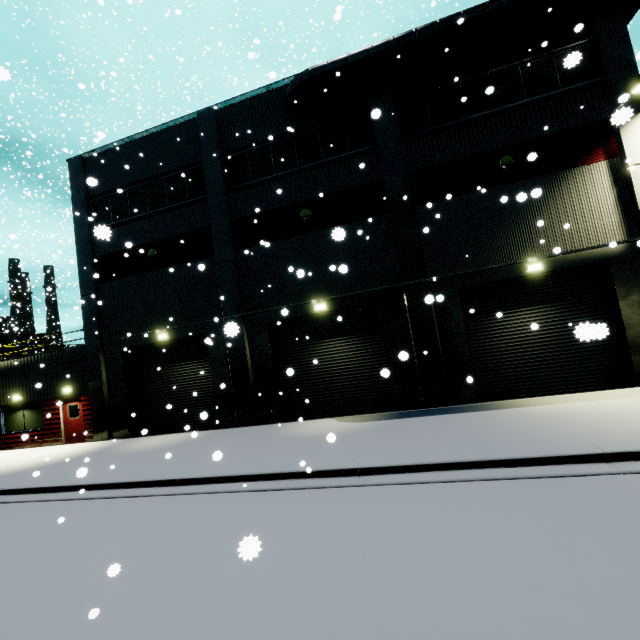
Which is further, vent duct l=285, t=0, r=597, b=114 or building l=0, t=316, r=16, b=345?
building l=0, t=316, r=16, b=345

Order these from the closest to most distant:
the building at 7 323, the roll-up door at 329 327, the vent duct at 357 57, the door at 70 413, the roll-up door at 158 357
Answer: the vent duct at 357 57
the roll-up door at 329 327
the roll-up door at 158 357
the door at 70 413
the building at 7 323

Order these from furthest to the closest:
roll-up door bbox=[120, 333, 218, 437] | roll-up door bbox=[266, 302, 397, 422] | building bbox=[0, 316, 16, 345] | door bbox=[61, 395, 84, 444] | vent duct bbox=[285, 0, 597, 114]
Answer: building bbox=[0, 316, 16, 345]
door bbox=[61, 395, 84, 444]
roll-up door bbox=[120, 333, 218, 437]
roll-up door bbox=[266, 302, 397, 422]
vent duct bbox=[285, 0, 597, 114]

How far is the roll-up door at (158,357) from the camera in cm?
1517

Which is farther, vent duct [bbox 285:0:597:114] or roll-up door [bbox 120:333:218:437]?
roll-up door [bbox 120:333:218:437]

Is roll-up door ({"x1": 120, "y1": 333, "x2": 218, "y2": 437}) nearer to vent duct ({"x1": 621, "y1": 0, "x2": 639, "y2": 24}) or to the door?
vent duct ({"x1": 621, "y1": 0, "x2": 639, "y2": 24})

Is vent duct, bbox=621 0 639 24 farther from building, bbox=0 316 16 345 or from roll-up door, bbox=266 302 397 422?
roll-up door, bbox=266 302 397 422

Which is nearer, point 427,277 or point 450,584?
point 450,584
